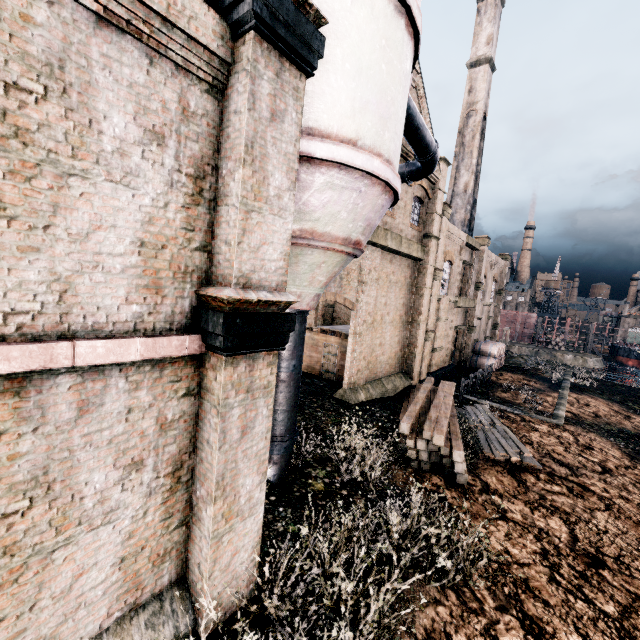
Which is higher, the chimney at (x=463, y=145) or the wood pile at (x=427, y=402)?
the chimney at (x=463, y=145)

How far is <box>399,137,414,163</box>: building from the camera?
17.00m

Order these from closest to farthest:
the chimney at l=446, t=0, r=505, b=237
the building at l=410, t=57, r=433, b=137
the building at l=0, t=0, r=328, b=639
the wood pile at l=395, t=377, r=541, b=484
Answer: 1. the building at l=0, t=0, r=328, b=639
2. the wood pile at l=395, t=377, r=541, b=484
3. the building at l=410, t=57, r=433, b=137
4. the chimney at l=446, t=0, r=505, b=237

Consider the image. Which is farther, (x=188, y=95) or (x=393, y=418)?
(x=393, y=418)

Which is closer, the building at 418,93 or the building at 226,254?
the building at 226,254

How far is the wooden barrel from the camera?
32.7 meters

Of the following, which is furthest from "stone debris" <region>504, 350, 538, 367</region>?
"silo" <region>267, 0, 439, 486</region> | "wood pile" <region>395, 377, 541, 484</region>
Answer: "silo" <region>267, 0, 439, 486</region>

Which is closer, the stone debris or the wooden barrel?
the wooden barrel
